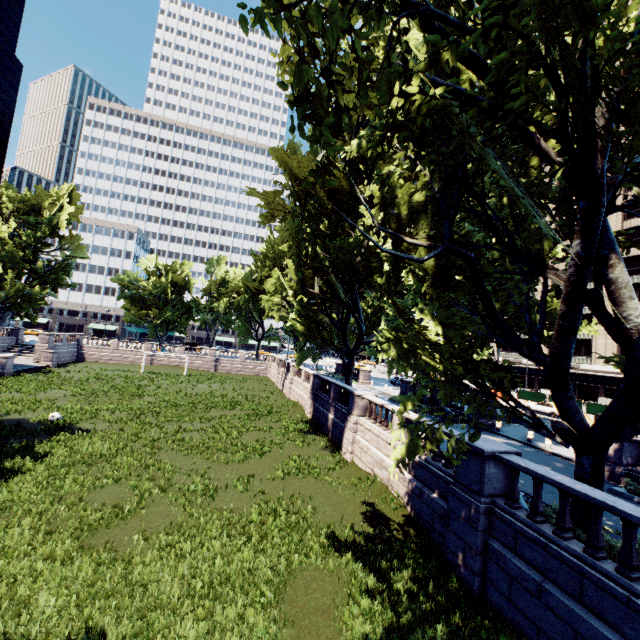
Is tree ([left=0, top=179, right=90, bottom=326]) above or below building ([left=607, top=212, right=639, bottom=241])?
below

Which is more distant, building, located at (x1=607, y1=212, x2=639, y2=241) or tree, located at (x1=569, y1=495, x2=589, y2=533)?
building, located at (x1=607, y1=212, x2=639, y2=241)

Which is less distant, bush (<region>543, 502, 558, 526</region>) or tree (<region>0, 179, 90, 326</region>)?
bush (<region>543, 502, 558, 526</region>)

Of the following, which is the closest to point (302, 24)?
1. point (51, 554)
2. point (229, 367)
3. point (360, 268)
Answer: point (51, 554)

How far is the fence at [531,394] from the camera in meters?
37.4

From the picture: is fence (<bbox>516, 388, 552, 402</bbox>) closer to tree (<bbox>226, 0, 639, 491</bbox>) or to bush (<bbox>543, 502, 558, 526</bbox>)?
tree (<bbox>226, 0, 639, 491</bbox>)

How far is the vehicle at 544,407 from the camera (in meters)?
33.19

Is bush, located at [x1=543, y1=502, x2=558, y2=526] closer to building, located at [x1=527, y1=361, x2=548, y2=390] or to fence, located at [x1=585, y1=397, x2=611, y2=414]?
fence, located at [x1=585, y1=397, x2=611, y2=414]
